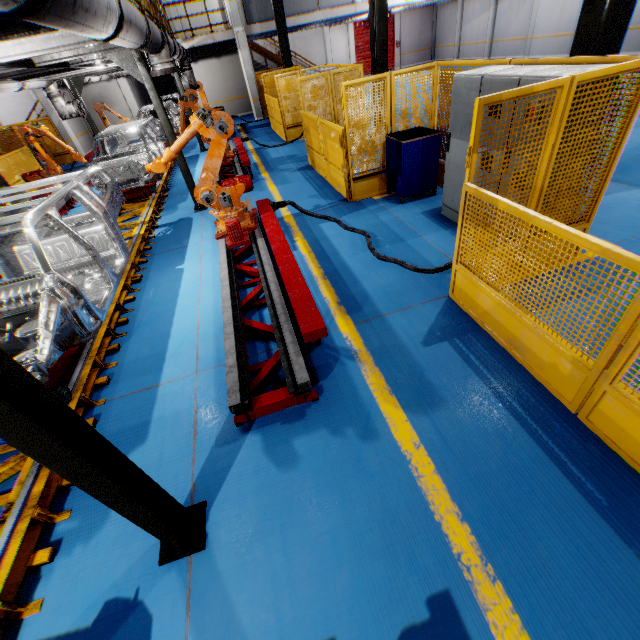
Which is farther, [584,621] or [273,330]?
[273,330]

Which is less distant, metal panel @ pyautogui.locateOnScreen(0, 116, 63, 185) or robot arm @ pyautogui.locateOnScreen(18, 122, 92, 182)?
robot arm @ pyautogui.locateOnScreen(18, 122, 92, 182)

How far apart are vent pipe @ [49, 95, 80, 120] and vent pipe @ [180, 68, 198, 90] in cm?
364

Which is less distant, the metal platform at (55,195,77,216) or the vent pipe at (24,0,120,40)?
the vent pipe at (24,0,120,40)

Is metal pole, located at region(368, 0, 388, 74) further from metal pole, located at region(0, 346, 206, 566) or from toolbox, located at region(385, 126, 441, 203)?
metal pole, located at region(0, 346, 206, 566)

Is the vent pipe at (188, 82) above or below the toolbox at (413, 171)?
above

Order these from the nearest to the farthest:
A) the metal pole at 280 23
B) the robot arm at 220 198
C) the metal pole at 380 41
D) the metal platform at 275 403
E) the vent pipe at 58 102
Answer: the metal platform at 275 403, the robot arm at 220 198, the metal pole at 380 41, the vent pipe at 58 102, the metal pole at 280 23

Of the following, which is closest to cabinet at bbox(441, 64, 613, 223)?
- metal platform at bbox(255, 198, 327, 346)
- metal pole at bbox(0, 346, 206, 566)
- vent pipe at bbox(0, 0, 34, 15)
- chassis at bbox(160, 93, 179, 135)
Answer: metal platform at bbox(255, 198, 327, 346)
